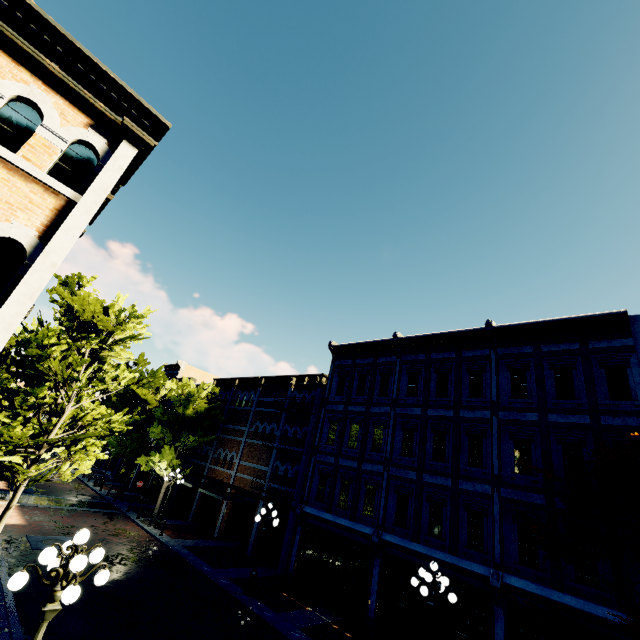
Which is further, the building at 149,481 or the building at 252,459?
the building at 149,481

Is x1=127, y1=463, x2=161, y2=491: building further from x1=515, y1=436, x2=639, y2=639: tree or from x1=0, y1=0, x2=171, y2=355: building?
x1=0, y1=0, x2=171, y2=355: building

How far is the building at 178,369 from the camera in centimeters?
3989cm

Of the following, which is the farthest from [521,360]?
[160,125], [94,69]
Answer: [94,69]

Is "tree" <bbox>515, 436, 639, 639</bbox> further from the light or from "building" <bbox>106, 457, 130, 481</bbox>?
the light

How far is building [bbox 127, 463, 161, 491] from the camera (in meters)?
31.45

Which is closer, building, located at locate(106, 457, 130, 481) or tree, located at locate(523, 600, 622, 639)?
tree, located at locate(523, 600, 622, 639)
